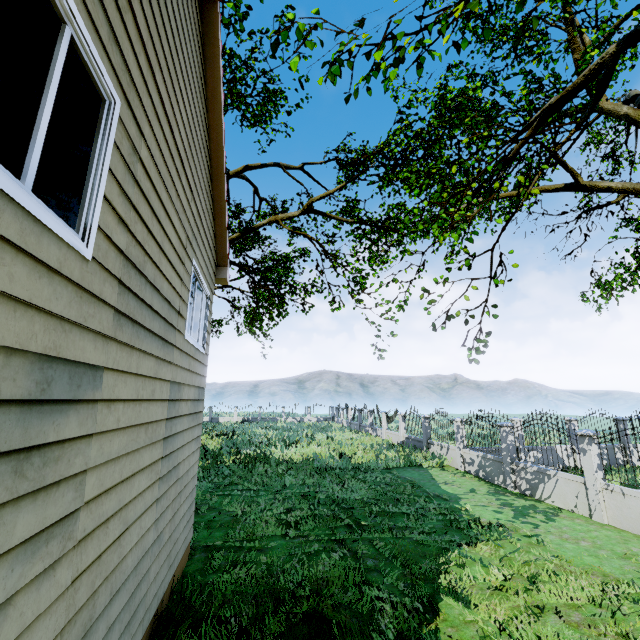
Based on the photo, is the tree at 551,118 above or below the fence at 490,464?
above

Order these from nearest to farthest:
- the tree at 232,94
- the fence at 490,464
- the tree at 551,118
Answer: the tree at 551,118
the tree at 232,94
the fence at 490,464

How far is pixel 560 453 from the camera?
16.1m

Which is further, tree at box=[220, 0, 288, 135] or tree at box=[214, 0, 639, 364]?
tree at box=[220, 0, 288, 135]

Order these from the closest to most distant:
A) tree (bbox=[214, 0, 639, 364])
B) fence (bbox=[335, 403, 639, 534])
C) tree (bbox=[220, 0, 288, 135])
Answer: tree (bbox=[214, 0, 639, 364]) → tree (bbox=[220, 0, 288, 135]) → fence (bbox=[335, 403, 639, 534])

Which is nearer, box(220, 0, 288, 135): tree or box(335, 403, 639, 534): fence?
box(220, 0, 288, 135): tree

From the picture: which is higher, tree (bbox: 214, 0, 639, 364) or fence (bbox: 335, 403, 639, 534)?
tree (bbox: 214, 0, 639, 364)
